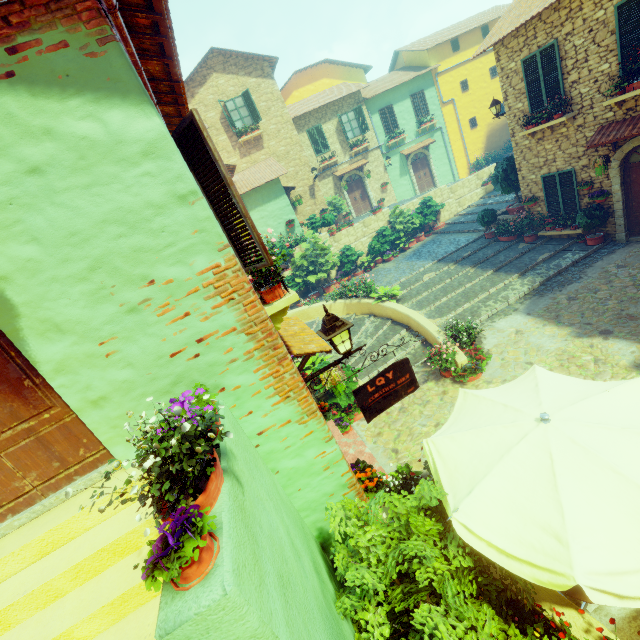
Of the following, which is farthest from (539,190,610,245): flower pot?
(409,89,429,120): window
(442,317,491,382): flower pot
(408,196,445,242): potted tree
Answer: (409,89,429,120): window

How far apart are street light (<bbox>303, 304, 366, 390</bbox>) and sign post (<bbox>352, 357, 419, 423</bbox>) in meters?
0.2 m

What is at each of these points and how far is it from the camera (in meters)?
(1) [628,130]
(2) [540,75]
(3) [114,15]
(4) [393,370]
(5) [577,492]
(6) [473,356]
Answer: (1) door eaves, 8.72
(2) window, 10.14
(3) pipe, 2.70
(4) sign post, 4.39
(5) table, 2.65
(6) flower pot, 8.44

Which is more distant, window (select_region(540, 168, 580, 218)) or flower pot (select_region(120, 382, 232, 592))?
window (select_region(540, 168, 580, 218))

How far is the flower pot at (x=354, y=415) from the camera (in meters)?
5.42

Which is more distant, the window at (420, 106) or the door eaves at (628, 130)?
the window at (420, 106)

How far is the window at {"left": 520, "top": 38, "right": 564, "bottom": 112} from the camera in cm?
967

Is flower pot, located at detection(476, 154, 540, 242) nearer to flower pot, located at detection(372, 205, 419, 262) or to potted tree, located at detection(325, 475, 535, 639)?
flower pot, located at detection(372, 205, 419, 262)
